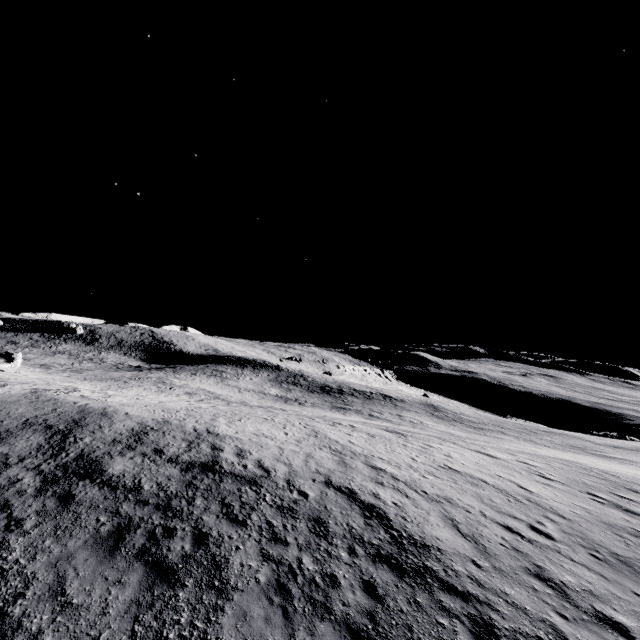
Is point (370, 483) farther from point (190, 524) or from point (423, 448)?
point (423, 448)
